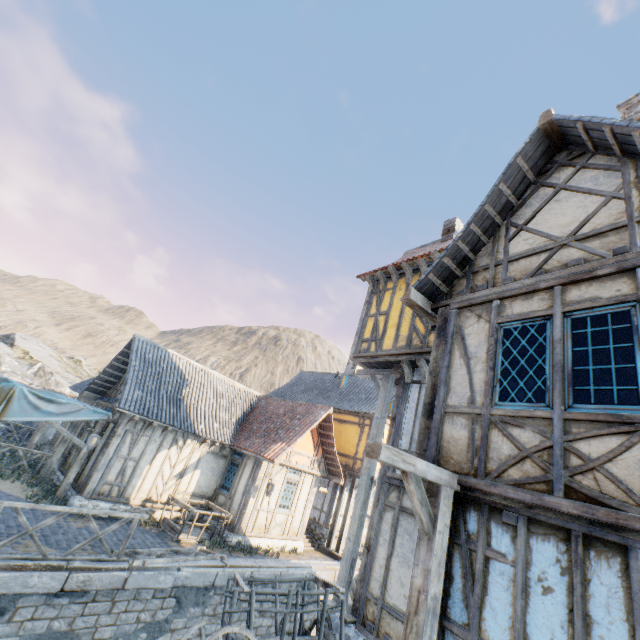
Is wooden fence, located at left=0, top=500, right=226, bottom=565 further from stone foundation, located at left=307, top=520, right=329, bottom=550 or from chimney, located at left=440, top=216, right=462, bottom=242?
chimney, located at left=440, top=216, right=462, bottom=242

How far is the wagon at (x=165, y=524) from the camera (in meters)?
11.19

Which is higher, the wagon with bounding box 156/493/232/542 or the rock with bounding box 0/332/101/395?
the rock with bounding box 0/332/101/395

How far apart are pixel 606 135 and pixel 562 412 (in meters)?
4.00

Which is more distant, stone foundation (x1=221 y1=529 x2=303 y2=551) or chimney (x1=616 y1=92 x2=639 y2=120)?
stone foundation (x1=221 y1=529 x2=303 y2=551)

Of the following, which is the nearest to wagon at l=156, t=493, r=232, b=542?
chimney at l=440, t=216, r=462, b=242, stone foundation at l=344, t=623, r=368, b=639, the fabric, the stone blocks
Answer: the stone blocks

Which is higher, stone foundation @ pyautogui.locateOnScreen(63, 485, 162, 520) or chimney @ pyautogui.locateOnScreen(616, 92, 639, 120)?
chimney @ pyautogui.locateOnScreen(616, 92, 639, 120)

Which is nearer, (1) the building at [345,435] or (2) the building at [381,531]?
(2) the building at [381,531]
